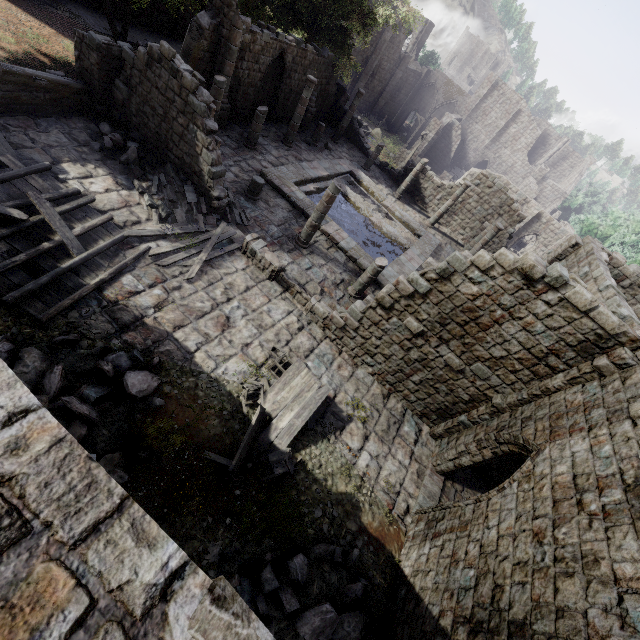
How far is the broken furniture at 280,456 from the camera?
8.2 meters

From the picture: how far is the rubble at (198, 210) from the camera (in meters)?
11.94

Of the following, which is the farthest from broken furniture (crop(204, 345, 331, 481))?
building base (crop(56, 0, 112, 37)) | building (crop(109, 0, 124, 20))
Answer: building base (crop(56, 0, 112, 37))

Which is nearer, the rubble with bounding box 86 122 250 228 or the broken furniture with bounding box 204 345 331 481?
the broken furniture with bounding box 204 345 331 481

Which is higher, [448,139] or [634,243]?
[634,243]

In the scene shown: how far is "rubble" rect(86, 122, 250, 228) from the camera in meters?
11.9

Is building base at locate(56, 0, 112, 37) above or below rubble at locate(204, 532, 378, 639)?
below

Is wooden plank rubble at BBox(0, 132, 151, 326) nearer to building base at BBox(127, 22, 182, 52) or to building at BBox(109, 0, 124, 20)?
building at BBox(109, 0, 124, 20)
